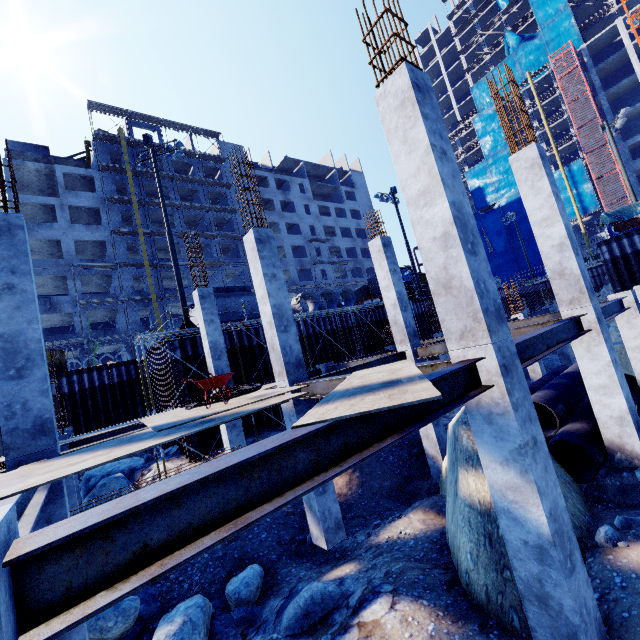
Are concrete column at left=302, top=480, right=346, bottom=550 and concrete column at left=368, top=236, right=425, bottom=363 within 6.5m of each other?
yes

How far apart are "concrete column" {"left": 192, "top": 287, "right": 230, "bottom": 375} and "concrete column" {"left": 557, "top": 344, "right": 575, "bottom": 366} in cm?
1911

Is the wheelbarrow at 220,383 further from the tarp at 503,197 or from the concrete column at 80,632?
the tarp at 503,197

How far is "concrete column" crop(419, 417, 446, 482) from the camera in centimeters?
1062cm

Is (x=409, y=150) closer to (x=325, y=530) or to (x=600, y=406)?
(x=600, y=406)

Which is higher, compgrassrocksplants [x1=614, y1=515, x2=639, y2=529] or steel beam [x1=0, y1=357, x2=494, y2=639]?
steel beam [x1=0, y1=357, x2=494, y2=639]

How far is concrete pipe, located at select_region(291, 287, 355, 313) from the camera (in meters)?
21.66

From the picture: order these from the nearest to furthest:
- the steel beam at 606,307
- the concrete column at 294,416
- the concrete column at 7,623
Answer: the concrete column at 7,623 → the concrete column at 294,416 → the steel beam at 606,307
